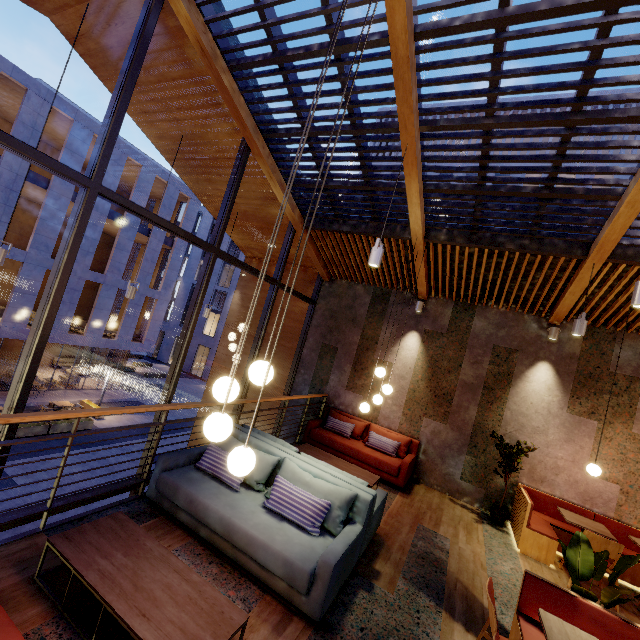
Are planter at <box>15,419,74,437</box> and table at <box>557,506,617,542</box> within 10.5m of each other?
no

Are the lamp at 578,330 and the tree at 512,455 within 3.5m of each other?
yes

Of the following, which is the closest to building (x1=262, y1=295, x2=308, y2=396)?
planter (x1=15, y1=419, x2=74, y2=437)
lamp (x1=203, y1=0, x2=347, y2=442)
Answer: lamp (x1=203, y1=0, x2=347, y2=442)

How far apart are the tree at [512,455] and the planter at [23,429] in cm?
1905

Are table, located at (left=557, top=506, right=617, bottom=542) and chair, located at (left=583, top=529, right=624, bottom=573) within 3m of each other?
yes

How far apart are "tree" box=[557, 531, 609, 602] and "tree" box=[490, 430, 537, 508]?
2.9 meters

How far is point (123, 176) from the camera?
23.7m

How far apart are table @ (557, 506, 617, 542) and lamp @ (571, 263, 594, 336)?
3.0m
